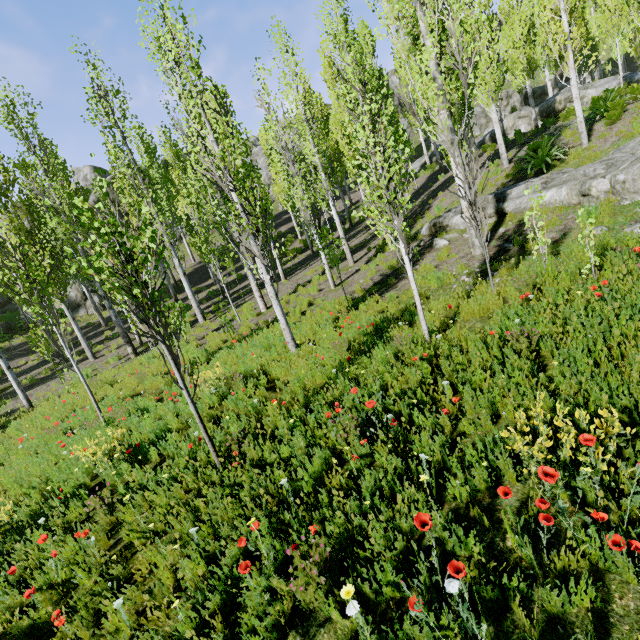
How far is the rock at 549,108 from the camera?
20.3m

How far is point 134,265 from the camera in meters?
3.9 m

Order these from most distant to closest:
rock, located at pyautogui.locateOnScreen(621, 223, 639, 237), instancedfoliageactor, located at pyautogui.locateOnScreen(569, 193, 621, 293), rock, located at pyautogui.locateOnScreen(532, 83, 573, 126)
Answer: rock, located at pyautogui.locateOnScreen(532, 83, 573, 126)
rock, located at pyautogui.locateOnScreen(621, 223, 639, 237)
instancedfoliageactor, located at pyautogui.locateOnScreen(569, 193, 621, 293)

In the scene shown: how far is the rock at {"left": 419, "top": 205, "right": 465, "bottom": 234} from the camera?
11.53m

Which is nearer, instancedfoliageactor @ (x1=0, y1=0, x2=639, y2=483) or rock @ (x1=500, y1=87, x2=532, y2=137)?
instancedfoliageactor @ (x1=0, y1=0, x2=639, y2=483)

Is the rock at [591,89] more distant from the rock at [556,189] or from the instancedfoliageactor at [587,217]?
the rock at [556,189]

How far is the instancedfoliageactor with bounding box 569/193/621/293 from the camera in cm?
516

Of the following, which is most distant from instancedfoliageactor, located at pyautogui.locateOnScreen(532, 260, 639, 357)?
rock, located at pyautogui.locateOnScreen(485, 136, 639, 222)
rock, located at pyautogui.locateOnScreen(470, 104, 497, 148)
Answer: rock, located at pyautogui.locateOnScreen(485, 136, 639, 222)
